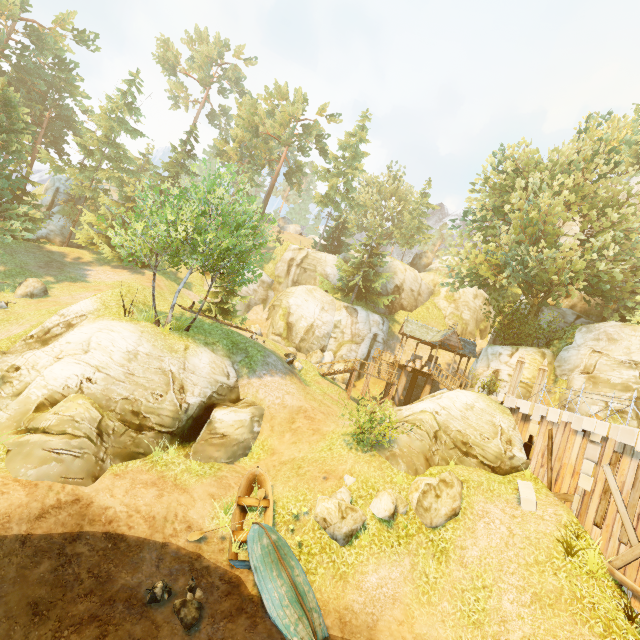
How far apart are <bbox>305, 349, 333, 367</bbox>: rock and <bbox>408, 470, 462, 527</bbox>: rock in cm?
1741

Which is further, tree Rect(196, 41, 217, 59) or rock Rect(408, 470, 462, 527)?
tree Rect(196, 41, 217, 59)

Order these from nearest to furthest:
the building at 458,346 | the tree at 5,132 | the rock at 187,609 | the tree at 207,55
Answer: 1. the rock at 187,609
2. the tree at 5,132
3. the building at 458,346
4. the tree at 207,55

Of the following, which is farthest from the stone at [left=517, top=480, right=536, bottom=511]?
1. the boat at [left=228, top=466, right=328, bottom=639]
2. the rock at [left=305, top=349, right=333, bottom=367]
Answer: the rock at [left=305, top=349, right=333, bottom=367]

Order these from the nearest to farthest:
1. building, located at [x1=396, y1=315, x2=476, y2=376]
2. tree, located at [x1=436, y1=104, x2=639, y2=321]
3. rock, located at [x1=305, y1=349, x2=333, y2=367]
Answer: tree, located at [x1=436, y1=104, x2=639, y2=321], building, located at [x1=396, y1=315, x2=476, y2=376], rock, located at [x1=305, y1=349, x2=333, y2=367]

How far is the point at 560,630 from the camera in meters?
9.1

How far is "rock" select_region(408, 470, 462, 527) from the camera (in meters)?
12.01

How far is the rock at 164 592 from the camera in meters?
8.8
